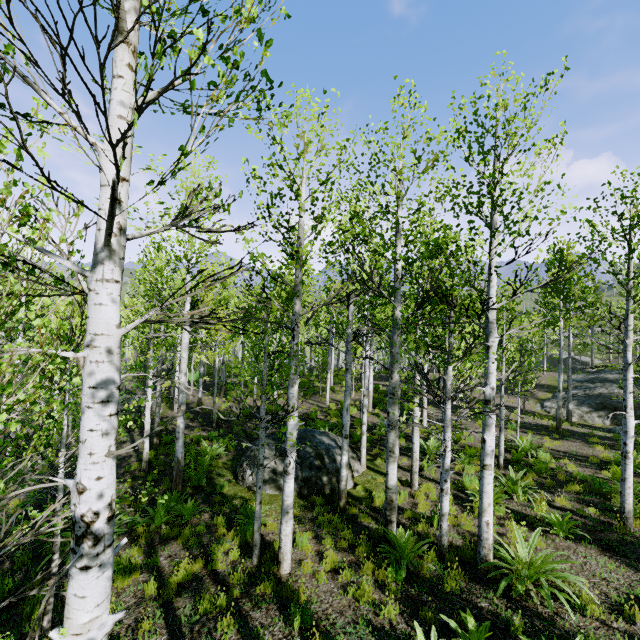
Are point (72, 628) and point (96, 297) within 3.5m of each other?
yes

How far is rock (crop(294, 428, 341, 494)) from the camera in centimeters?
991cm

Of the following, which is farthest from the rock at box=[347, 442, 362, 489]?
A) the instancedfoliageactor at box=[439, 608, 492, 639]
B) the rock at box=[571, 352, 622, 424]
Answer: the rock at box=[571, 352, 622, 424]

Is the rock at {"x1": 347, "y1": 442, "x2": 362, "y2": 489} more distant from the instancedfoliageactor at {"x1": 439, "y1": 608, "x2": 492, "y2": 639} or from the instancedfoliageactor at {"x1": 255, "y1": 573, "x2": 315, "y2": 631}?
the instancedfoliageactor at {"x1": 439, "y1": 608, "x2": 492, "y2": 639}

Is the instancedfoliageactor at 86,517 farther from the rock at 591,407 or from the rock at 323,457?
the rock at 591,407

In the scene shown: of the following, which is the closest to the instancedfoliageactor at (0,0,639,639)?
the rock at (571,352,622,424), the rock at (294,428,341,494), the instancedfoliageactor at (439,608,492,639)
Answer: the rock at (294,428,341,494)

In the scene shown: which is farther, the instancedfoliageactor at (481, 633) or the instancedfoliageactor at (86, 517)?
the instancedfoliageactor at (481, 633)

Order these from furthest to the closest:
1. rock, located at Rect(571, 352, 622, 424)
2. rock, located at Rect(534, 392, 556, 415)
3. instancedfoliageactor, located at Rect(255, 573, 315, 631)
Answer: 1. rock, located at Rect(534, 392, 556, 415)
2. rock, located at Rect(571, 352, 622, 424)
3. instancedfoliageactor, located at Rect(255, 573, 315, 631)
